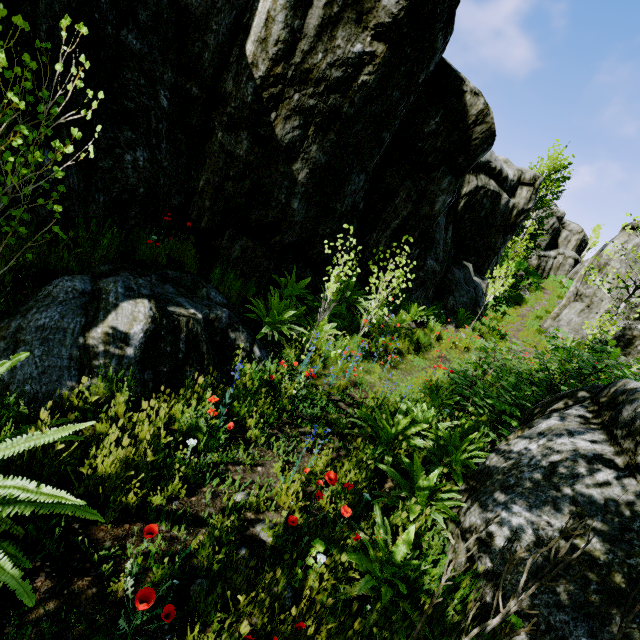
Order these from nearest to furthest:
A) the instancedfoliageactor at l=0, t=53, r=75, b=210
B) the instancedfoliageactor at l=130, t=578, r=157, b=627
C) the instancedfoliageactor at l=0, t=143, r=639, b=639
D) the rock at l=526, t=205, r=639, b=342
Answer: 1. the instancedfoliageactor at l=130, t=578, r=157, b=627
2. the instancedfoliageactor at l=0, t=143, r=639, b=639
3. the instancedfoliageactor at l=0, t=53, r=75, b=210
4. the rock at l=526, t=205, r=639, b=342

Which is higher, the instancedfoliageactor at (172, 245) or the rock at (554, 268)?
the rock at (554, 268)

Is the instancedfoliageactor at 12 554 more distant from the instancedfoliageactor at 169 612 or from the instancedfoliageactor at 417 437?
the instancedfoliageactor at 417 437

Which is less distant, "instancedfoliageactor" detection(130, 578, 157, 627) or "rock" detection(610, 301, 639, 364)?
"instancedfoliageactor" detection(130, 578, 157, 627)

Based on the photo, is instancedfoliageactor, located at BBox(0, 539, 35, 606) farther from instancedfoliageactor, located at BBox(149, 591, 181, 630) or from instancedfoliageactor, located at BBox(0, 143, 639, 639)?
instancedfoliageactor, located at BBox(0, 143, 639, 639)

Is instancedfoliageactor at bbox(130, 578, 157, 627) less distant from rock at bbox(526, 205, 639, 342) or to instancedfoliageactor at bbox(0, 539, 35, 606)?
rock at bbox(526, 205, 639, 342)

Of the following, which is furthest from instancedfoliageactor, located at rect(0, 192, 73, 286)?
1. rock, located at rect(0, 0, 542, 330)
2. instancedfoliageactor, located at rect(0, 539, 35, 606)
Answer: instancedfoliageactor, located at rect(0, 539, 35, 606)

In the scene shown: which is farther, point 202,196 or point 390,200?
point 390,200
